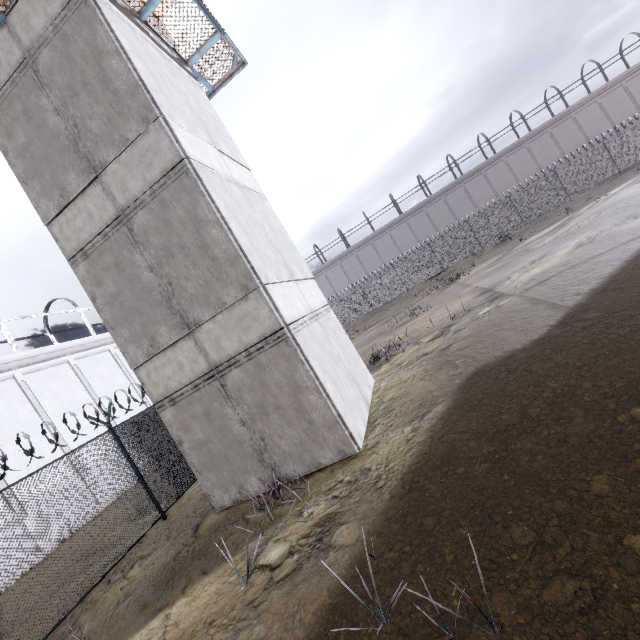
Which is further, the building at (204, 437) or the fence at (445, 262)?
the fence at (445, 262)

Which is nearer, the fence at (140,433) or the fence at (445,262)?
the fence at (140,433)

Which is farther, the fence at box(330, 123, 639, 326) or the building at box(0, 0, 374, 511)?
the fence at box(330, 123, 639, 326)

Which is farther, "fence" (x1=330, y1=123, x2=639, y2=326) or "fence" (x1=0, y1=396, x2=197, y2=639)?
"fence" (x1=330, y1=123, x2=639, y2=326)

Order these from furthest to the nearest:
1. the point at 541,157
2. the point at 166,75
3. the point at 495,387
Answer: the point at 541,157 < the point at 166,75 < the point at 495,387
